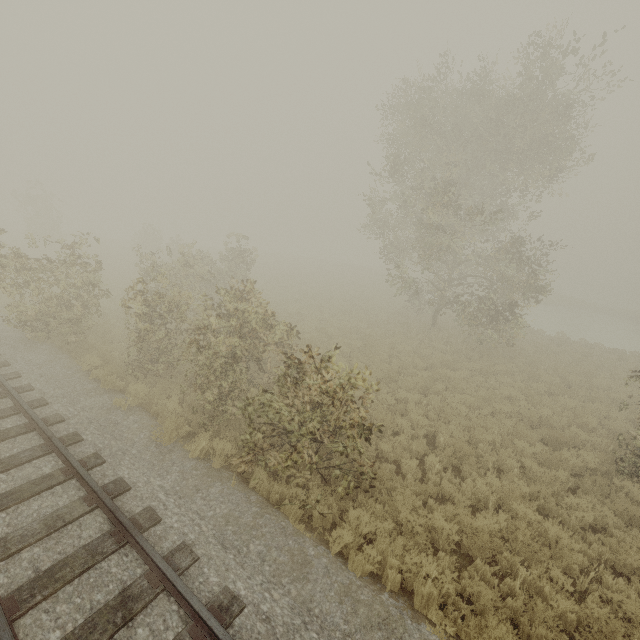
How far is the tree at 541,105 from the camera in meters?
13.8 m

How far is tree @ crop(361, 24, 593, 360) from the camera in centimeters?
1383cm

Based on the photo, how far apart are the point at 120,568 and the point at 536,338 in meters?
25.1 m
